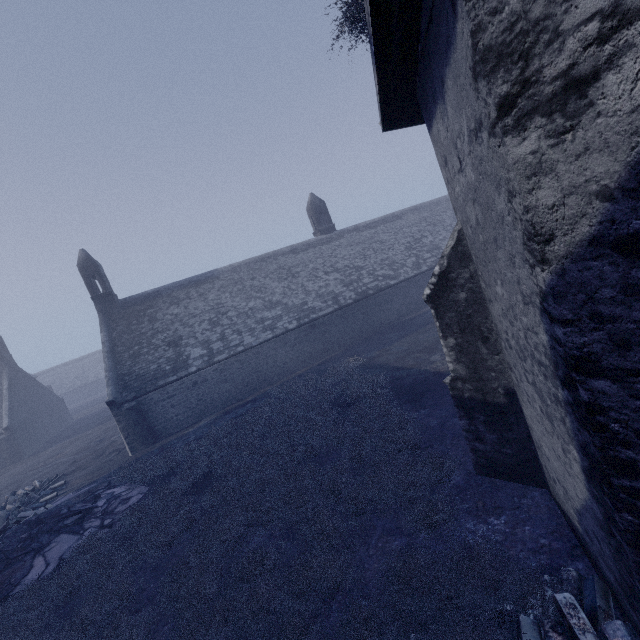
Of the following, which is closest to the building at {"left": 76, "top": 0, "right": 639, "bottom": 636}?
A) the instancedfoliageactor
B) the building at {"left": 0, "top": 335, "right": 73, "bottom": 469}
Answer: the instancedfoliageactor

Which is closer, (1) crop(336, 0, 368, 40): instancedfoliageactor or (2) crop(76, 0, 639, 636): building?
(2) crop(76, 0, 639, 636): building

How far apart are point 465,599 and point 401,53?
7.0 meters

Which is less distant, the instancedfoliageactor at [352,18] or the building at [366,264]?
the building at [366,264]

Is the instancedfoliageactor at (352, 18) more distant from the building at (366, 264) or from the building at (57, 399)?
the building at (57, 399)

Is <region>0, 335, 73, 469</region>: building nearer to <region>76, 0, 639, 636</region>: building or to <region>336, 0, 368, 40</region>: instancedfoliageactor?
<region>76, 0, 639, 636</region>: building

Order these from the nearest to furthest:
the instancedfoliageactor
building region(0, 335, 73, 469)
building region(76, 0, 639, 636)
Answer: building region(76, 0, 639, 636)
the instancedfoliageactor
building region(0, 335, 73, 469)

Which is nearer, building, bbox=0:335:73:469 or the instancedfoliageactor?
the instancedfoliageactor
